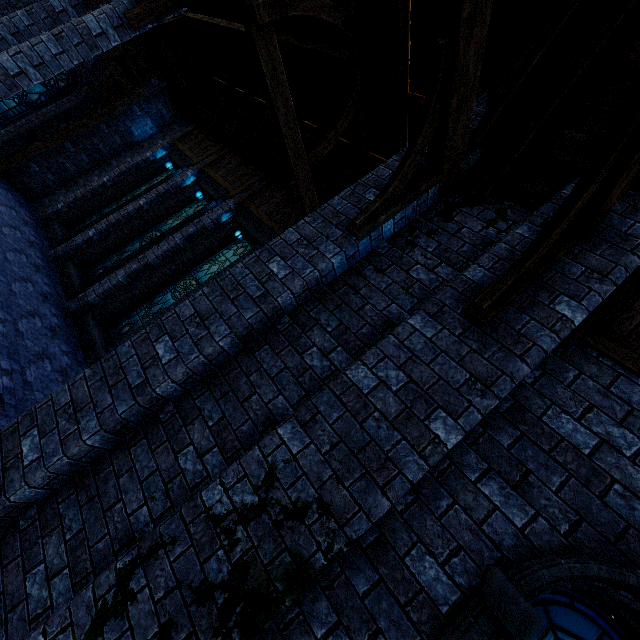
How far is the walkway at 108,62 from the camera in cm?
1166

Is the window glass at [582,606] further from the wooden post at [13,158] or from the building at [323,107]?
Answer: the wooden post at [13,158]

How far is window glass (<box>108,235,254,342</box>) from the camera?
8.9 meters

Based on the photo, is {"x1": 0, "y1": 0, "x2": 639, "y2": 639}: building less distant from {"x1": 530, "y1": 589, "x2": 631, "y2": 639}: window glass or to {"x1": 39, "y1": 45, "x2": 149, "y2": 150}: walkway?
{"x1": 39, "y1": 45, "x2": 149, "y2": 150}: walkway

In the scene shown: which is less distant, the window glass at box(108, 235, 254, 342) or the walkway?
the window glass at box(108, 235, 254, 342)

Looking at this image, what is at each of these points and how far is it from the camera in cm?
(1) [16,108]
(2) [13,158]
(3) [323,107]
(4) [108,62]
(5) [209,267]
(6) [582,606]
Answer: (1) window glass, 1146
(2) wooden post, 1160
(3) building, 866
(4) walkway, 1162
(5) window glass, 941
(6) window glass, 227

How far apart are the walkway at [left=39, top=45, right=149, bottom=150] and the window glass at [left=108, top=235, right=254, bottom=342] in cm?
820

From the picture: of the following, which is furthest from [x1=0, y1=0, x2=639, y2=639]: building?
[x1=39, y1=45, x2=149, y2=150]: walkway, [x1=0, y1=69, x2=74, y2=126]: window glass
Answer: [x1=0, y1=69, x2=74, y2=126]: window glass
